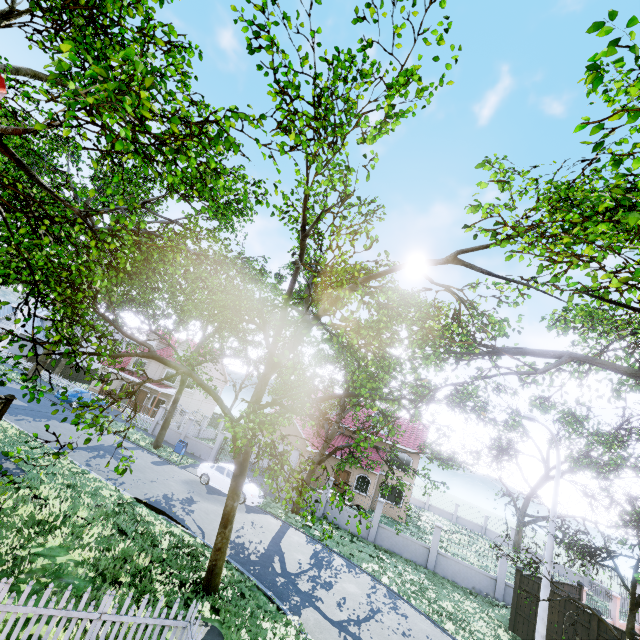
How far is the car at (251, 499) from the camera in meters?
18.6 m

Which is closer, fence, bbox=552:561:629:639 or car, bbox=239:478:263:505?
fence, bbox=552:561:629:639

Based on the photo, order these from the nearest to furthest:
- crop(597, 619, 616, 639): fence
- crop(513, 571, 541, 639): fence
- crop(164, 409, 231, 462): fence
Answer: crop(597, 619, 616, 639): fence → crop(513, 571, 541, 639): fence → crop(164, 409, 231, 462): fence

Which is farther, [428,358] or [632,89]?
[428,358]

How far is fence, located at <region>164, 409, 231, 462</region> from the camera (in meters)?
25.90

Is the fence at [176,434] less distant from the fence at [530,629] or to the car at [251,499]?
the car at [251,499]

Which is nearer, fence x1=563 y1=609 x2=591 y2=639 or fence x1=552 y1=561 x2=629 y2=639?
fence x1=563 y1=609 x2=591 y2=639

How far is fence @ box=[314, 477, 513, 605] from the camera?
18.2m
